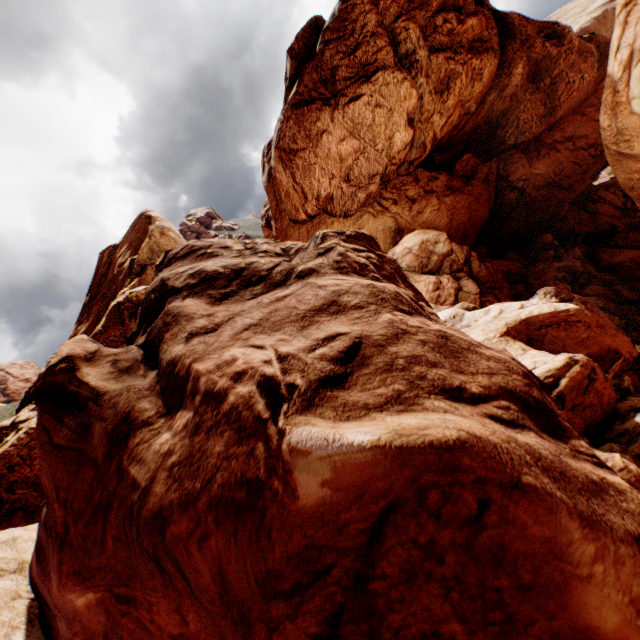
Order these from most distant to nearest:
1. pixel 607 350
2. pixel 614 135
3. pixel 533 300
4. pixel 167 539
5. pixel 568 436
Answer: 1. pixel 614 135
2. pixel 533 300
3. pixel 607 350
4. pixel 568 436
5. pixel 167 539
